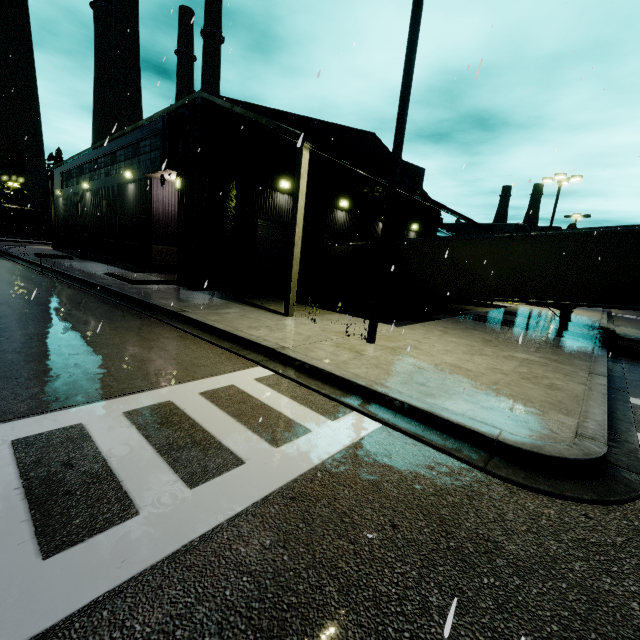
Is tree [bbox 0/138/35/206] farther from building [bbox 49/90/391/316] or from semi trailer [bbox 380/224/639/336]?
semi trailer [bbox 380/224/639/336]

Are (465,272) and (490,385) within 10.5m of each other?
yes

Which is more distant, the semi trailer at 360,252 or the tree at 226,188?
the semi trailer at 360,252

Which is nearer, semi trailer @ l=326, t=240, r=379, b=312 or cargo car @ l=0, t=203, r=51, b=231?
semi trailer @ l=326, t=240, r=379, b=312

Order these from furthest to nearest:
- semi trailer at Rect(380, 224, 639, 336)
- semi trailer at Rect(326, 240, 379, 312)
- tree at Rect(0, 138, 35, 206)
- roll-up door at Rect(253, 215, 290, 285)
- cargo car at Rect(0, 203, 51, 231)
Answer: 1. tree at Rect(0, 138, 35, 206)
2. cargo car at Rect(0, 203, 51, 231)
3. semi trailer at Rect(326, 240, 379, 312)
4. roll-up door at Rect(253, 215, 290, 285)
5. semi trailer at Rect(380, 224, 639, 336)

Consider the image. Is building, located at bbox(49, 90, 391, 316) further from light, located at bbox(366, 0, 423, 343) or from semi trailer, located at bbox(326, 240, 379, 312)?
light, located at bbox(366, 0, 423, 343)

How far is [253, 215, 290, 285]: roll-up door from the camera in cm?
1639

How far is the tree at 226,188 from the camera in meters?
12.9
